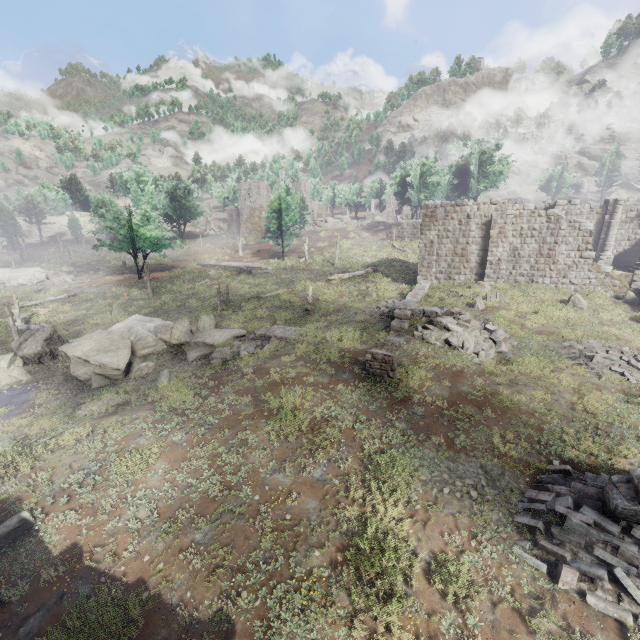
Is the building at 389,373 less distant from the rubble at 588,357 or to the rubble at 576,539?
the rubble at 576,539

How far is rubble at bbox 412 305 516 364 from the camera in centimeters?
1518cm

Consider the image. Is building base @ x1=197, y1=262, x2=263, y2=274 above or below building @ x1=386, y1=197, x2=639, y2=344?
below

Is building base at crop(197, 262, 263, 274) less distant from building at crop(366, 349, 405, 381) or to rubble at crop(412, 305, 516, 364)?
rubble at crop(412, 305, 516, 364)

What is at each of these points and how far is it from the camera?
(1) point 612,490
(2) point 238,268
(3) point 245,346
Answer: Result:
(1) building, 7.69m
(2) building base, 43.59m
(3) rubble, 18.38m

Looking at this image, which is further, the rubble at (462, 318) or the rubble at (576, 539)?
the rubble at (462, 318)

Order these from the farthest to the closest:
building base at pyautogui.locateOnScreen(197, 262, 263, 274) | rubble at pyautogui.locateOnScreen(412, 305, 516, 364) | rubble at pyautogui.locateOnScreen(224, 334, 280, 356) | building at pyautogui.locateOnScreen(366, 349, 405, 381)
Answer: building base at pyautogui.locateOnScreen(197, 262, 263, 274) → rubble at pyautogui.locateOnScreen(224, 334, 280, 356) → rubble at pyautogui.locateOnScreen(412, 305, 516, 364) → building at pyautogui.locateOnScreen(366, 349, 405, 381)

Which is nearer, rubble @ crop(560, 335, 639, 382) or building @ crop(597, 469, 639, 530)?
building @ crop(597, 469, 639, 530)
